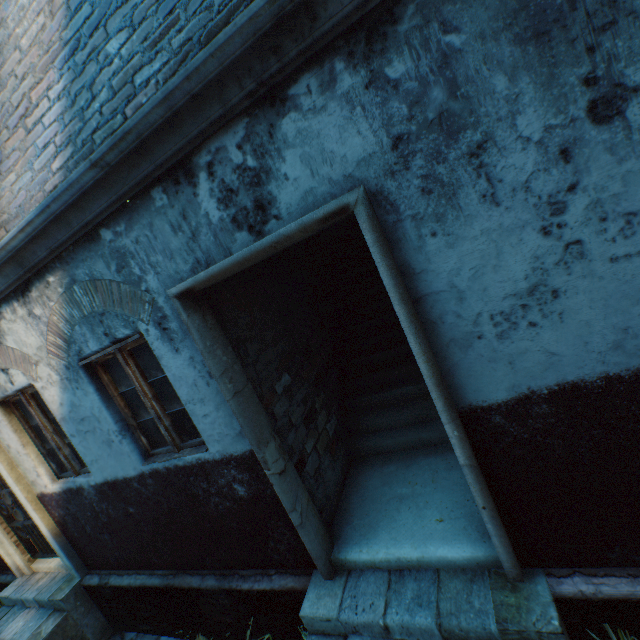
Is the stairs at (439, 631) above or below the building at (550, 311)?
below

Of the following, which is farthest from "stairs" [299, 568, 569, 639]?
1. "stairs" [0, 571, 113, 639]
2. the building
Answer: "stairs" [0, 571, 113, 639]

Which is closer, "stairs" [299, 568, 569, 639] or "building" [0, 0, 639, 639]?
"building" [0, 0, 639, 639]

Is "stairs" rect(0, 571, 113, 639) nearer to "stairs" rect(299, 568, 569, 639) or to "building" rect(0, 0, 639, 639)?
"building" rect(0, 0, 639, 639)

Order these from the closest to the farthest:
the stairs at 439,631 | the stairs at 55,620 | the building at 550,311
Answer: the building at 550,311, the stairs at 439,631, the stairs at 55,620

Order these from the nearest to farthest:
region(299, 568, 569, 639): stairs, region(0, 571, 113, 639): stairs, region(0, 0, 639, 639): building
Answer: region(0, 0, 639, 639): building, region(299, 568, 569, 639): stairs, region(0, 571, 113, 639): stairs

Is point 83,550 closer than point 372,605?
No
